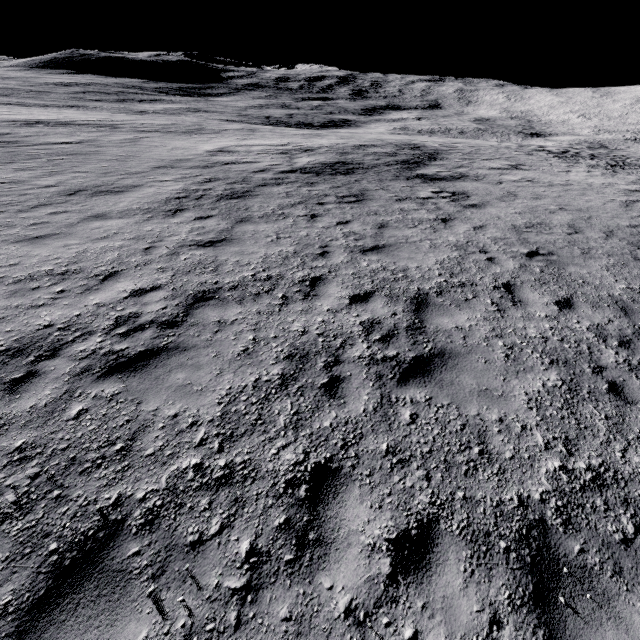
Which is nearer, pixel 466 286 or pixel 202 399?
pixel 202 399
